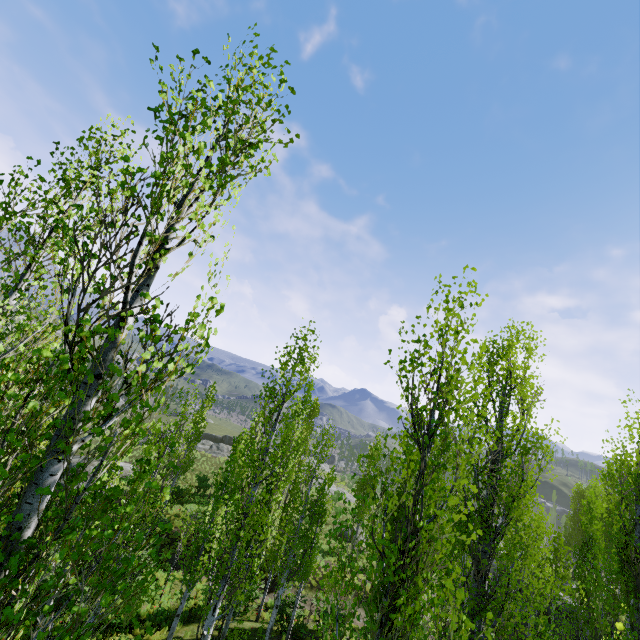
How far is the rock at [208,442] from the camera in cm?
4588

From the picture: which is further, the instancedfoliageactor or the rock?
the rock

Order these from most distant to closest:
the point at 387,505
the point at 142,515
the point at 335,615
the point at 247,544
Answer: the point at 335,615, the point at 387,505, the point at 247,544, the point at 142,515

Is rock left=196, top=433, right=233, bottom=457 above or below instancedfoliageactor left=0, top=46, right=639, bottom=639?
below

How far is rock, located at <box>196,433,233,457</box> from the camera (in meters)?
45.88

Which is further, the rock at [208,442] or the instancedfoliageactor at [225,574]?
the rock at [208,442]
